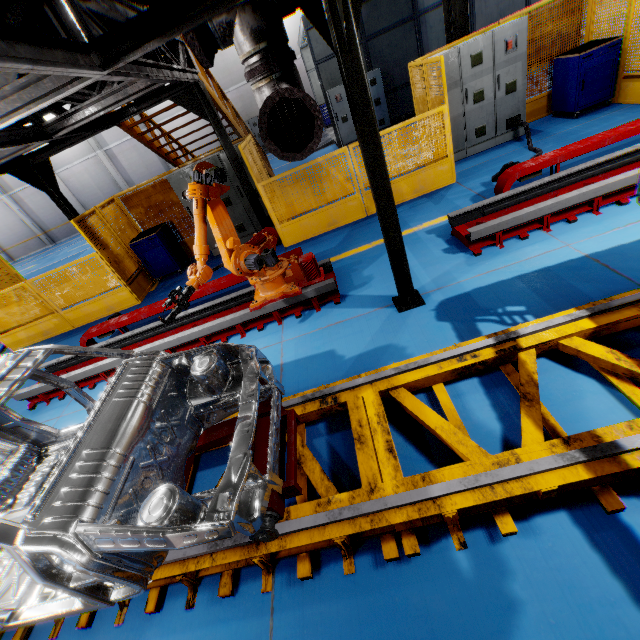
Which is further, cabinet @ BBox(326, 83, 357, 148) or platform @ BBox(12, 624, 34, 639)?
cabinet @ BBox(326, 83, 357, 148)

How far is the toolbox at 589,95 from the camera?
6.6m

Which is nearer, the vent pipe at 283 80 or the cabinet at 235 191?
the vent pipe at 283 80

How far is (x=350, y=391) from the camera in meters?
3.3 m

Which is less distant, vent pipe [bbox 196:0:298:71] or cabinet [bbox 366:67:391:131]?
vent pipe [bbox 196:0:298:71]

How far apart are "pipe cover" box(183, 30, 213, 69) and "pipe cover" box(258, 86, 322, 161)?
0.72m

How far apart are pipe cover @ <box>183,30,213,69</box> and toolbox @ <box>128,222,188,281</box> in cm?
561

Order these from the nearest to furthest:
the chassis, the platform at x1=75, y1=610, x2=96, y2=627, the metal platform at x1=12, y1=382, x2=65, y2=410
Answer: the chassis < the platform at x1=75, y1=610, x2=96, y2=627 < the metal platform at x1=12, y1=382, x2=65, y2=410
